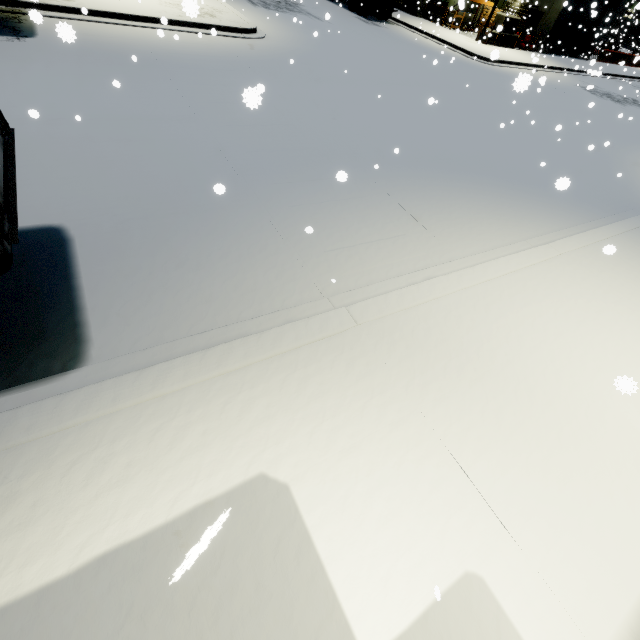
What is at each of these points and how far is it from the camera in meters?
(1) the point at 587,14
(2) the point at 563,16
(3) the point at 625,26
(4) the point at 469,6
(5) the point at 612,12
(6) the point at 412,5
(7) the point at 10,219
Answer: (1) roll-up door, 28.6 m
(2) building, 26.8 m
(3) semi trailer, 52.4 m
(4) building, 30.9 m
(5) building, 29.3 m
(6) building, 28.7 m
(7) semi trailer, 2.6 m

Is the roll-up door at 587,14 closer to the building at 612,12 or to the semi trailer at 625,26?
the building at 612,12

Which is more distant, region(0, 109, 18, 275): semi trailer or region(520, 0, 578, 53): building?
region(520, 0, 578, 53): building

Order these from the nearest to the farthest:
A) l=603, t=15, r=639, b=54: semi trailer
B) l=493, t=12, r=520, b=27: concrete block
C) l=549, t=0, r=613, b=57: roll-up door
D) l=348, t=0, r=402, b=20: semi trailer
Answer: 1. l=348, t=0, r=402, b=20: semi trailer
2. l=493, t=12, r=520, b=27: concrete block
3. l=549, t=0, r=613, b=57: roll-up door
4. l=603, t=15, r=639, b=54: semi trailer

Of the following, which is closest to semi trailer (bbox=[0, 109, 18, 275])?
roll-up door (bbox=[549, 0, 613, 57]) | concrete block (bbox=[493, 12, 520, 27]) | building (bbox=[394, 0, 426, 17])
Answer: building (bbox=[394, 0, 426, 17])

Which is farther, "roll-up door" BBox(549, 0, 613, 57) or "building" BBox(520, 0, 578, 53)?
"roll-up door" BBox(549, 0, 613, 57)

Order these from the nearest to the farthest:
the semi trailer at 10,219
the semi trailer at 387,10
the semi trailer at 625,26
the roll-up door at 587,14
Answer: the semi trailer at 10,219, the semi trailer at 387,10, the roll-up door at 587,14, the semi trailer at 625,26

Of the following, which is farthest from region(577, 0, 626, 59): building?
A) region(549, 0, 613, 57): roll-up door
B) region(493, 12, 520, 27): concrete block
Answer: region(493, 12, 520, 27): concrete block
